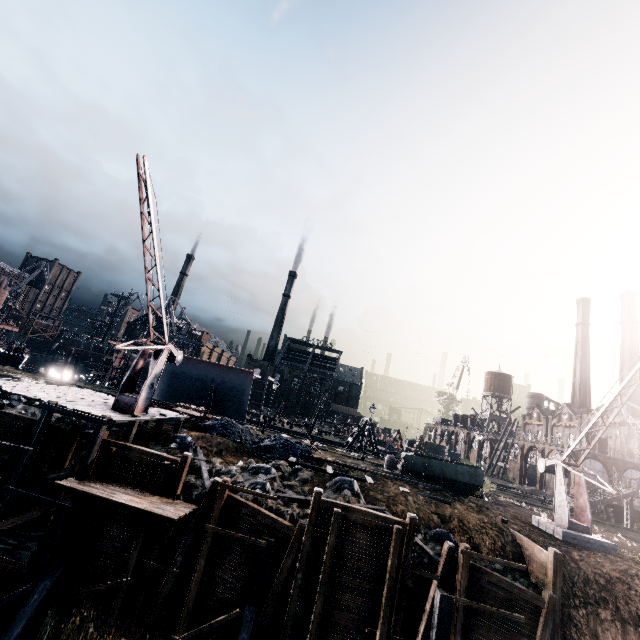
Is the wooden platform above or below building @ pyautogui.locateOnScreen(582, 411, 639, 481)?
below

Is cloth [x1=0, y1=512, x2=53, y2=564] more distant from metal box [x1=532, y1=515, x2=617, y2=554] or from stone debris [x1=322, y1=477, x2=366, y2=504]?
metal box [x1=532, y1=515, x2=617, y2=554]

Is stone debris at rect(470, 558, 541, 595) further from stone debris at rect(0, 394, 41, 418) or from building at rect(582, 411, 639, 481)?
building at rect(582, 411, 639, 481)

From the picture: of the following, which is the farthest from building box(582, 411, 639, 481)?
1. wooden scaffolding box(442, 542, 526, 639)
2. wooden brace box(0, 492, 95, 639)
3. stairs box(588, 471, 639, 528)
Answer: wooden brace box(0, 492, 95, 639)

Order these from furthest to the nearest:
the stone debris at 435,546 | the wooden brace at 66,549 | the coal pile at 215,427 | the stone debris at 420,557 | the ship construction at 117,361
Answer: the ship construction at 117,361
the coal pile at 215,427
the stone debris at 435,546
the stone debris at 420,557
the wooden brace at 66,549

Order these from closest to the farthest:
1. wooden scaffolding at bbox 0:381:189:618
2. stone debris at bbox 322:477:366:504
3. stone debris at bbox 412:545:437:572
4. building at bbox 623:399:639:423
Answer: wooden scaffolding at bbox 0:381:189:618
stone debris at bbox 412:545:437:572
stone debris at bbox 322:477:366:504
building at bbox 623:399:639:423

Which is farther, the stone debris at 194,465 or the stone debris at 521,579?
the stone debris at 194,465

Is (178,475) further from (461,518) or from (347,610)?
(461,518)
